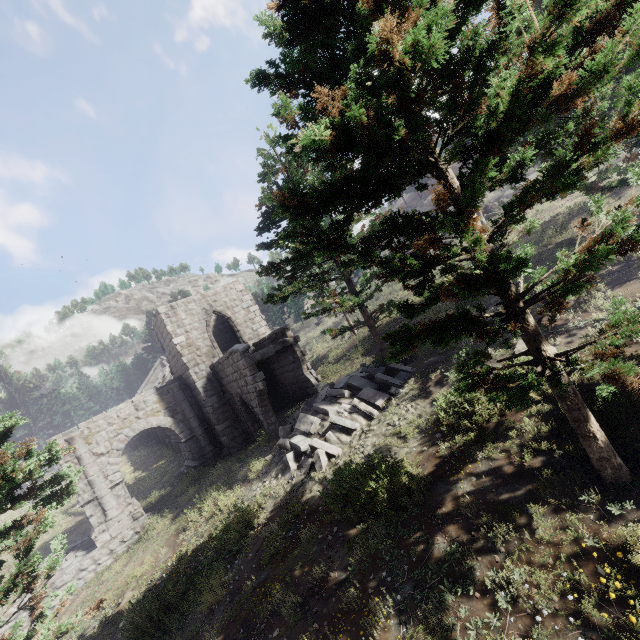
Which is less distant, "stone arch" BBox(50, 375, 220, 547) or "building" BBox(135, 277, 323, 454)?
"building" BBox(135, 277, 323, 454)

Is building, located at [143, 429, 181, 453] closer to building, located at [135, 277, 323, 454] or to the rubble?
building, located at [135, 277, 323, 454]

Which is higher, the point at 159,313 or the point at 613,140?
the point at 159,313

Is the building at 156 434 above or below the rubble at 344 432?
above

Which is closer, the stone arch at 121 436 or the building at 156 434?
the stone arch at 121 436

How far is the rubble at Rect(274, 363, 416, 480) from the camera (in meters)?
10.77

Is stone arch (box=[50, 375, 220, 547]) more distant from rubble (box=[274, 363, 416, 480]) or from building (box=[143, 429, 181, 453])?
rubble (box=[274, 363, 416, 480])

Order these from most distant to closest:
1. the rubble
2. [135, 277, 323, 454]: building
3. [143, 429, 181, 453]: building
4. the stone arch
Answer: [143, 429, 181, 453]: building → the stone arch → [135, 277, 323, 454]: building → the rubble
